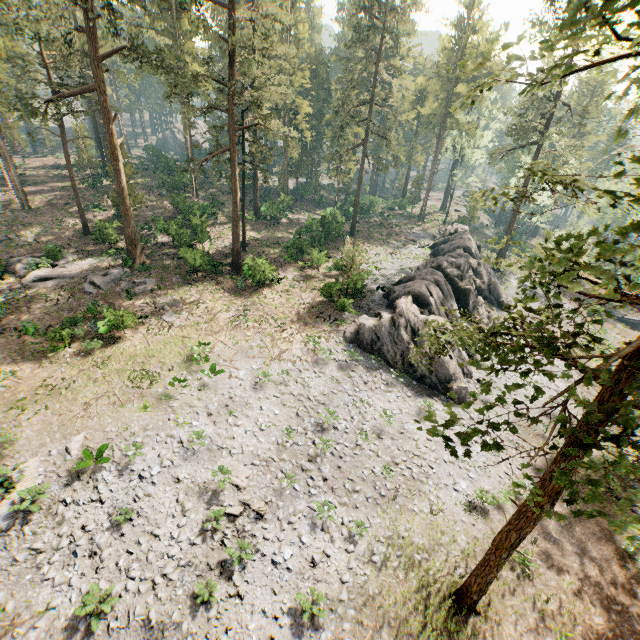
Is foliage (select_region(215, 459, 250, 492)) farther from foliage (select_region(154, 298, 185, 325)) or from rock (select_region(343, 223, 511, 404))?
foliage (select_region(154, 298, 185, 325))

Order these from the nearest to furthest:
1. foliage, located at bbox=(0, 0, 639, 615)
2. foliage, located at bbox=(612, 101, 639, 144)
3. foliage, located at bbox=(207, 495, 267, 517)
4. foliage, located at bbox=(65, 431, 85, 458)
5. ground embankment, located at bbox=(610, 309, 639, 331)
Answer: foliage, located at bbox=(612, 101, 639, 144) → foliage, located at bbox=(0, 0, 639, 615) → foliage, located at bbox=(207, 495, 267, 517) → foliage, located at bbox=(65, 431, 85, 458) → ground embankment, located at bbox=(610, 309, 639, 331)

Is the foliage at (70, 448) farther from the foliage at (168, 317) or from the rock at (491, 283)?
the rock at (491, 283)

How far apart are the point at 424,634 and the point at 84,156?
58.45m

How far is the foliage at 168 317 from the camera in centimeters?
2529cm

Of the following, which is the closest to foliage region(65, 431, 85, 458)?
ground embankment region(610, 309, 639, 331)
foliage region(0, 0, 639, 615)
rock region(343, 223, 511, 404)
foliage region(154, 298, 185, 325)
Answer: foliage region(0, 0, 639, 615)

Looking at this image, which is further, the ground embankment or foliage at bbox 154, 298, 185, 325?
the ground embankment

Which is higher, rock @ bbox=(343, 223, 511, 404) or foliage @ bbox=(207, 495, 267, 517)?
rock @ bbox=(343, 223, 511, 404)
